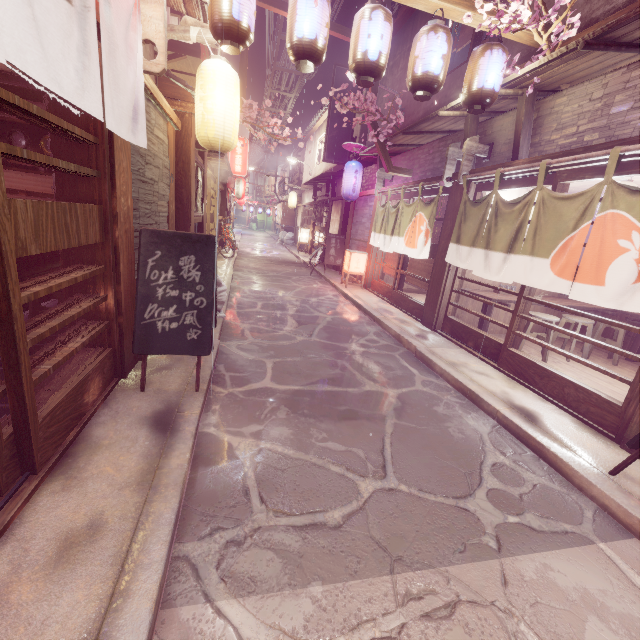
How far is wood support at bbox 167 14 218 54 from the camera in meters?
7.6

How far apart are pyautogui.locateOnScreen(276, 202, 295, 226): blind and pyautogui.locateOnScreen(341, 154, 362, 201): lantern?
27.67m

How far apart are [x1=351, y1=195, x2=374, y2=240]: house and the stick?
8.15m

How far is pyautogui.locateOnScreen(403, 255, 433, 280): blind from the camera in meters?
13.0 m

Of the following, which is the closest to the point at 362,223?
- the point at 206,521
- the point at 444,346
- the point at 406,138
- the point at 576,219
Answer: the point at 406,138

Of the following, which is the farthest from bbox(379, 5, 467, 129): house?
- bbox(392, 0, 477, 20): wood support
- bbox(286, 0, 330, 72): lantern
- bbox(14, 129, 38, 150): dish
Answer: bbox(14, 129, 38, 150): dish

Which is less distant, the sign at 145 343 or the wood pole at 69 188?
the wood pole at 69 188

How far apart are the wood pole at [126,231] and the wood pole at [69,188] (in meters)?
0.41
